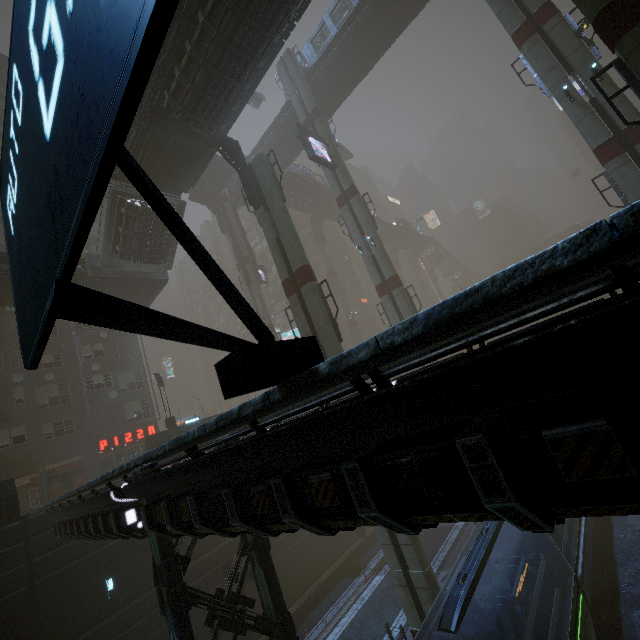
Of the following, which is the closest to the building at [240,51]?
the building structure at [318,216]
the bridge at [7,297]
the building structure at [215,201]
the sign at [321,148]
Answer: the bridge at [7,297]

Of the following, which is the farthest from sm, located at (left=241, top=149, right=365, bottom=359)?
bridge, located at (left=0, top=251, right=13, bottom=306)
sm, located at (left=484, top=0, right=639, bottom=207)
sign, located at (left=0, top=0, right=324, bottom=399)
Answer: sign, located at (left=0, top=0, right=324, bottom=399)

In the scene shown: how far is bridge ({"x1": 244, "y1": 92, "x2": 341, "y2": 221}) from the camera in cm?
3522

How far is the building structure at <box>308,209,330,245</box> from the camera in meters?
53.2 m

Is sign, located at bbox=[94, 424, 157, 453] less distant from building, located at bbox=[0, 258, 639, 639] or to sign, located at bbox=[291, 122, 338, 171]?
building, located at bbox=[0, 258, 639, 639]

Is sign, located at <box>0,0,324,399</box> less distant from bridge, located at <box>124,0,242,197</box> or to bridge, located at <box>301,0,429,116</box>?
bridge, located at <box>124,0,242,197</box>

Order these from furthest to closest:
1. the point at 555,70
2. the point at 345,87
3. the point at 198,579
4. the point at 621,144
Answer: the point at 345,87 → the point at 198,579 → the point at 555,70 → the point at 621,144

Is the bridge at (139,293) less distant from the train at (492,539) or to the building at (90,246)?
the building at (90,246)
